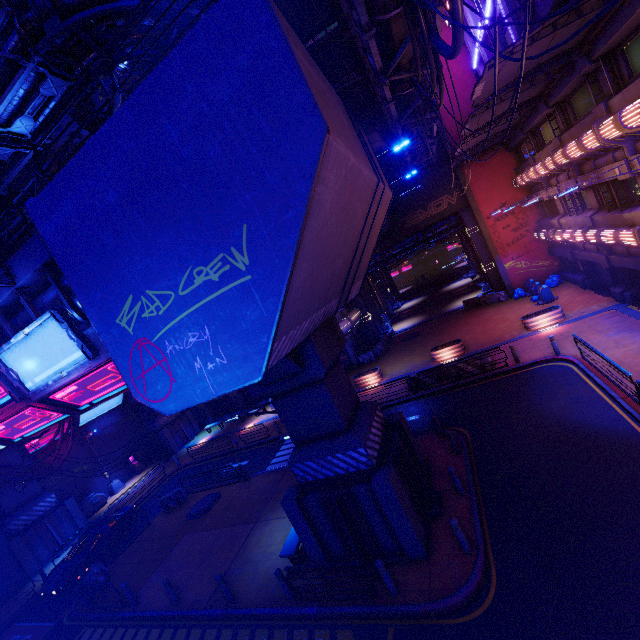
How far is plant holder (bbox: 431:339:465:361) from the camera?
22.20m

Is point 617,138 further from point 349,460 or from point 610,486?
point 349,460

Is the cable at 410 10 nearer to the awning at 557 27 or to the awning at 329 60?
the awning at 557 27

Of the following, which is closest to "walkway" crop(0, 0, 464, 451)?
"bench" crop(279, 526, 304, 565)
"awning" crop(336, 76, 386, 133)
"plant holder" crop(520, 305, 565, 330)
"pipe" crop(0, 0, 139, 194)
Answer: "pipe" crop(0, 0, 139, 194)

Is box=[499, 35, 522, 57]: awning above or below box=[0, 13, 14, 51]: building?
below

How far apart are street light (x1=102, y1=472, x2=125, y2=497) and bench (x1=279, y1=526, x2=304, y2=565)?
24.80m

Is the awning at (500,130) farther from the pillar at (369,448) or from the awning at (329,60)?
the pillar at (369,448)

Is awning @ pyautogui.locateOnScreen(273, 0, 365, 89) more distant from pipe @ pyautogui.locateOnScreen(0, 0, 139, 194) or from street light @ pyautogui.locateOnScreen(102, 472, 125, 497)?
street light @ pyautogui.locateOnScreen(102, 472, 125, 497)
